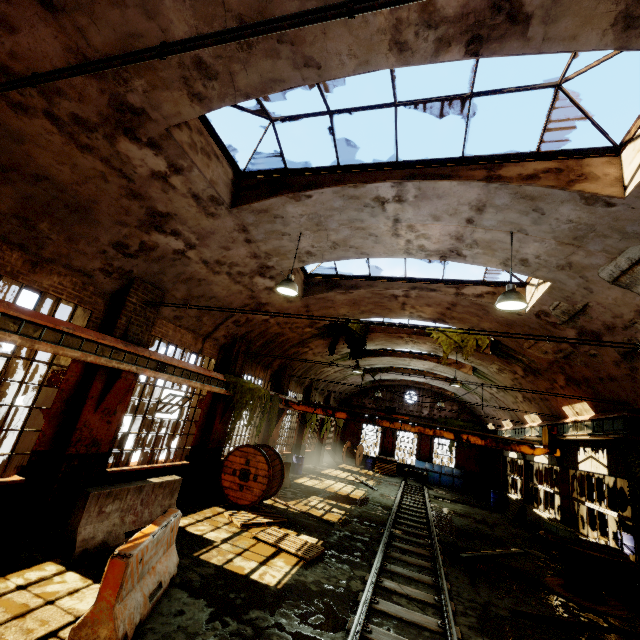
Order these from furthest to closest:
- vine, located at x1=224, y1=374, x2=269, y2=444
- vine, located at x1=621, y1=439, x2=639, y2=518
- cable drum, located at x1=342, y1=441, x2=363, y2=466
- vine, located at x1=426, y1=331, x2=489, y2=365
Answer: cable drum, located at x1=342, y1=441, x2=363, y2=466 < vine, located at x1=426, y1=331, x2=489, y2=365 < vine, located at x1=224, y1=374, x2=269, y2=444 < vine, located at x1=621, y1=439, x2=639, y2=518

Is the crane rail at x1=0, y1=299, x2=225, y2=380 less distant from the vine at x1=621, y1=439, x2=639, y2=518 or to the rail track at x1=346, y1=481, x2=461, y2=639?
the rail track at x1=346, y1=481, x2=461, y2=639

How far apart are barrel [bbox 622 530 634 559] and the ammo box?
7.6 meters

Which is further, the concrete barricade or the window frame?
the window frame

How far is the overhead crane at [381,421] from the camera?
12.96m

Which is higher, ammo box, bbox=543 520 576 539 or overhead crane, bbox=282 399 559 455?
overhead crane, bbox=282 399 559 455

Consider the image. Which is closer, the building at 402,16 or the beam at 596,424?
the building at 402,16

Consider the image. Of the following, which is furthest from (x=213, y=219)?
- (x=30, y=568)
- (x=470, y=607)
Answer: (x=470, y=607)
